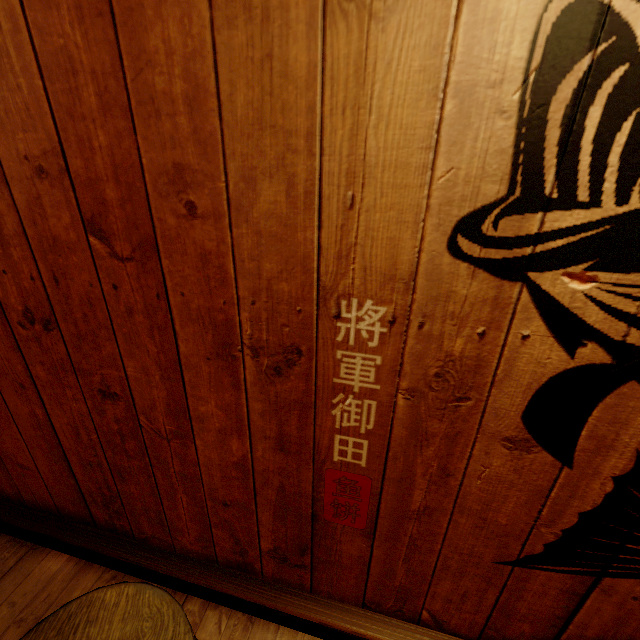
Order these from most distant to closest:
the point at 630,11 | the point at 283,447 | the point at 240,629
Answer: the point at 240,629
the point at 283,447
the point at 630,11
